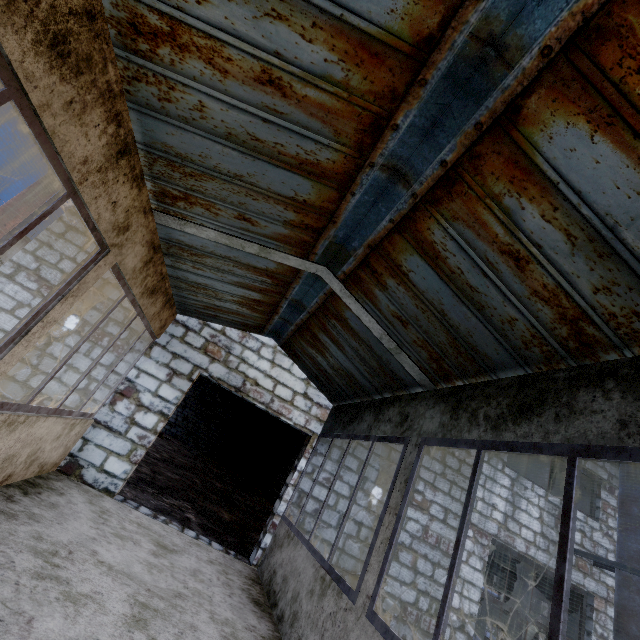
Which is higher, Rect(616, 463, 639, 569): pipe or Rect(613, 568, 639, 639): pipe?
Rect(616, 463, 639, 569): pipe

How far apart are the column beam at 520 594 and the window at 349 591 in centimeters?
3101cm

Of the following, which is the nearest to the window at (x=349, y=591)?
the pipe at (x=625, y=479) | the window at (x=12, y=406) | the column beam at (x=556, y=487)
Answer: the window at (x=12, y=406)

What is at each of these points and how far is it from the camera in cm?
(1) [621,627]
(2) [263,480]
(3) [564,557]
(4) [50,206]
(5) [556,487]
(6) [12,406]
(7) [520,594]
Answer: (1) pipe, 591
(2) door, 1964
(3) window, 165
(4) window, 202
(5) column beam, 1389
(6) window, 288
(7) column beam, 2509

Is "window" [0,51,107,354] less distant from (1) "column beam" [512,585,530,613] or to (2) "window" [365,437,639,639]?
(2) "window" [365,437,639,639]

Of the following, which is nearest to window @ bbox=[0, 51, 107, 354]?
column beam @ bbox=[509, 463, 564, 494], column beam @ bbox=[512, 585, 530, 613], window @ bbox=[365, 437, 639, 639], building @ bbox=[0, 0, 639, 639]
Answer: building @ bbox=[0, 0, 639, 639]

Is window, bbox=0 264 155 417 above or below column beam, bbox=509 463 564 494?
below

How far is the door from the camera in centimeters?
1948cm
